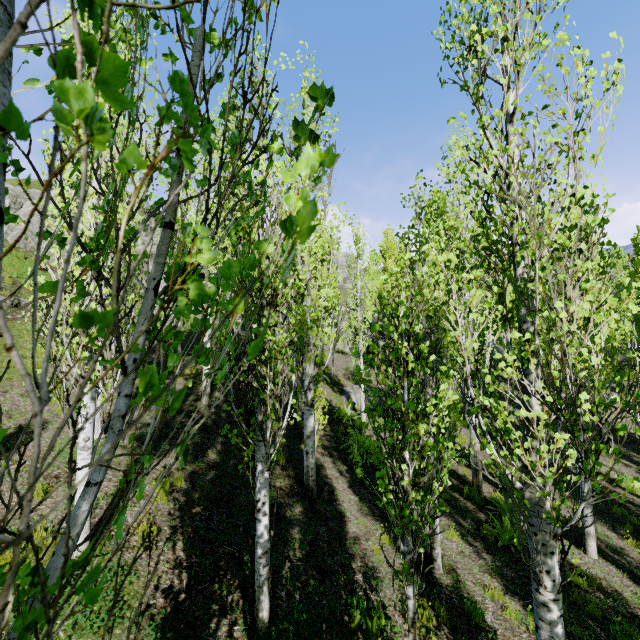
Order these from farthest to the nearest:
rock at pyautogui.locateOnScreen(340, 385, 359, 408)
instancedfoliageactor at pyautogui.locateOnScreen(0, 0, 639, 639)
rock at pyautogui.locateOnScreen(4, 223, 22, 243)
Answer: rock at pyautogui.locateOnScreen(4, 223, 22, 243), rock at pyautogui.locateOnScreen(340, 385, 359, 408), instancedfoliageactor at pyautogui.locateOnScreen(0, 0, 639, 639)

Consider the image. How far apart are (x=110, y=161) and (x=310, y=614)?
6.0m

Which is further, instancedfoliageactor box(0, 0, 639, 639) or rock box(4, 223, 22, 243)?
rock box(4, 223, 22, 243)

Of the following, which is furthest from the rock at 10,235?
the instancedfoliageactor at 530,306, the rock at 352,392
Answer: the rock at 352,392

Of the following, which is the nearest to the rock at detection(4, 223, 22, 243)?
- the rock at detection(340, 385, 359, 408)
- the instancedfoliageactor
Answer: the instancedfoliageactor

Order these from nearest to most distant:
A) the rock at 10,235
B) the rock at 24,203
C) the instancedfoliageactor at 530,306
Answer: the instancedfoliageactor at 530,306, the rock at 10,235, the rock at 24,203

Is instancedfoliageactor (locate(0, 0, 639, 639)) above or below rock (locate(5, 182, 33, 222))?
below

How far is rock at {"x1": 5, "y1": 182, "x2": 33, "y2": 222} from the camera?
26.5m
